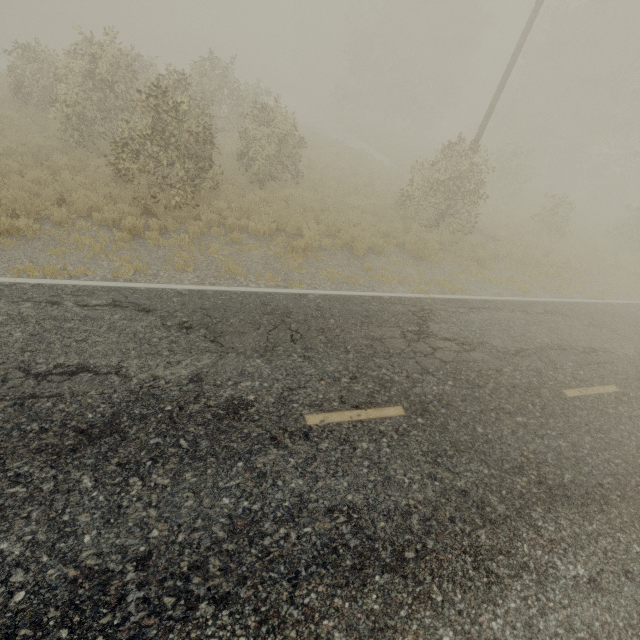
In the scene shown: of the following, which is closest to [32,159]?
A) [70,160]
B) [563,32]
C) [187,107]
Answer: [70,160]
